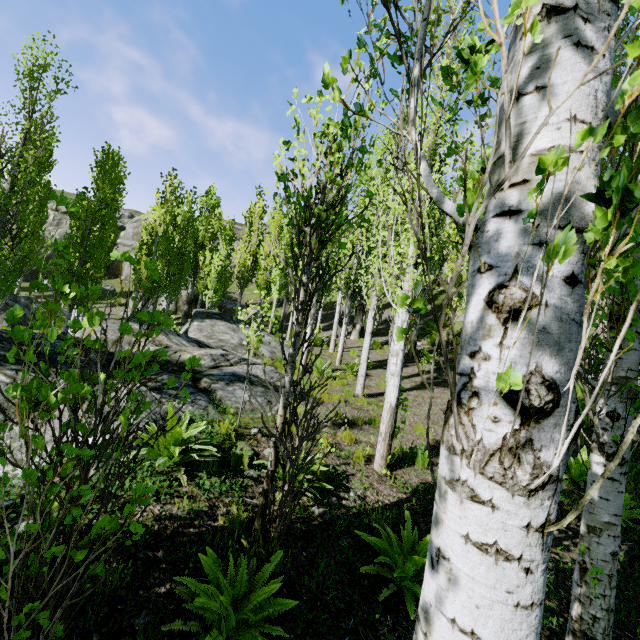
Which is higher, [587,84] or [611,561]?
[587,84]

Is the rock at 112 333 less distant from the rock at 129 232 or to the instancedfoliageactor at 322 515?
the instancedfoliageactor at 322 515

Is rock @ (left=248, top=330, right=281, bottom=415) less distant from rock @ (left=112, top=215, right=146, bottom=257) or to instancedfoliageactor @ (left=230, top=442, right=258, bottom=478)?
instancedfoliageactor @ (left=230, top=442, right=258, bottom=478)

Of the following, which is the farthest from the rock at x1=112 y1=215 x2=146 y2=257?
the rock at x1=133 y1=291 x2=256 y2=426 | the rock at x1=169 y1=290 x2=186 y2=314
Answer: the rock at x1=133 y1=291 x2=256 y2=426

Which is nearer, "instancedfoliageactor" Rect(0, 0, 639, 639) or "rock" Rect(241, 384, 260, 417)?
"instancedfoliageactor" Rect(0, 0, 639, 639)

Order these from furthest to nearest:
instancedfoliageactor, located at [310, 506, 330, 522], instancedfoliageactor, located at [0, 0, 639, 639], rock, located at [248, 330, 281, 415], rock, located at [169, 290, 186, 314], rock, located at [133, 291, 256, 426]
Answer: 1. rock, located at [169, 290, 186, 314]
2. rock, located at [248, 330, 281, 415]
3. rock, located at [133, 291, 256, 426]
4. instancedfoliageactor, located at [310, 506, 330, 522]
5. instancedfoliageactor, located at [0, 0, 639, 639]

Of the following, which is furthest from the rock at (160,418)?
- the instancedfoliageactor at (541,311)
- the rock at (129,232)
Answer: the rock at (129,232)
